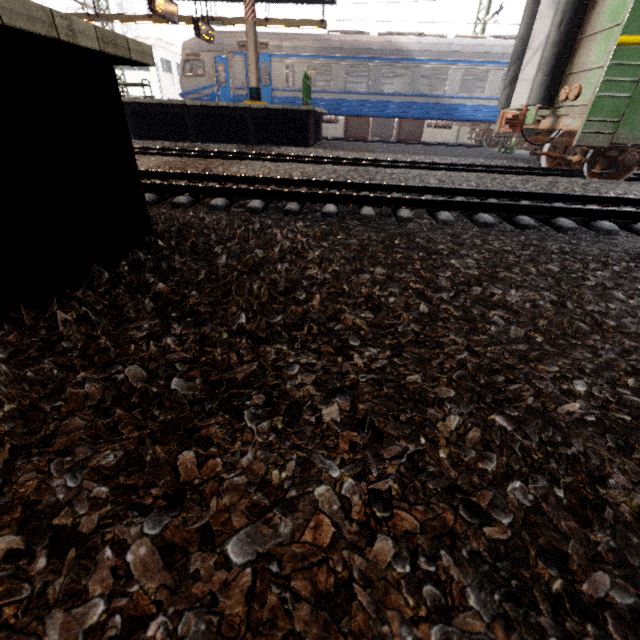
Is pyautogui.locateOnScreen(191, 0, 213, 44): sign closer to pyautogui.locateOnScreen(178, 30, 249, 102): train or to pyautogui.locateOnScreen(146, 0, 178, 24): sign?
pyautogui.locateOnScreen(178, 30, 249, 102): train

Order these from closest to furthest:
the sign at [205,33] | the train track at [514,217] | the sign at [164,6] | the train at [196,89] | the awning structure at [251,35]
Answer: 1. the train track at [514,217]
2. the sign at [164,6]
3. the awning structure at [251,35]
4. the sign at [205,33]
5. the train at [196,89]

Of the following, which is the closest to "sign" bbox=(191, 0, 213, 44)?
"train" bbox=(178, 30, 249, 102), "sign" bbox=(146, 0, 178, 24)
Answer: "train" bbox=(178, 30, 249, 102)

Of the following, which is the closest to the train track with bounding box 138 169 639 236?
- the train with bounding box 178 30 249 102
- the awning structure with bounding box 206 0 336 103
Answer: the awning structure with bounding box 206 0 336 103

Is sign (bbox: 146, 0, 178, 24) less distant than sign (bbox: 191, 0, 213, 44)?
Yes

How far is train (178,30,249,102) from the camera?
14.24m

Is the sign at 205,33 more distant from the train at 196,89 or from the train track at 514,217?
the train track at 514,217

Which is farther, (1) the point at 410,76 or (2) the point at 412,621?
(1) the point at 410,76
